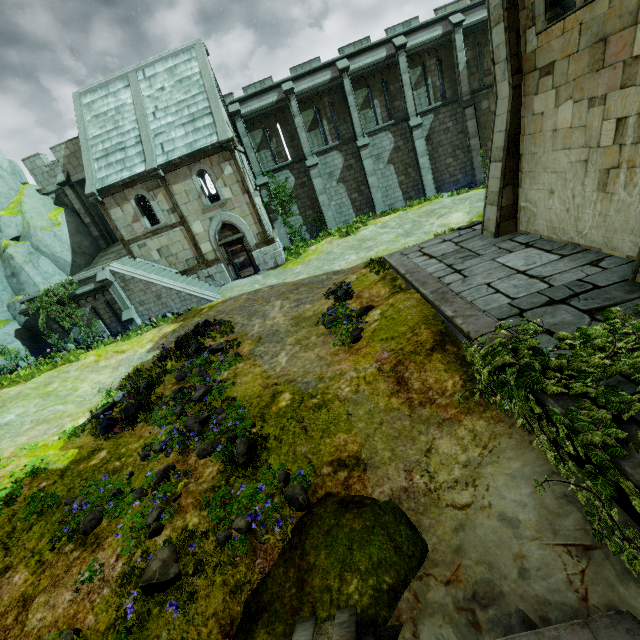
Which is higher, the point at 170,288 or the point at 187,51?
the point at 187,51

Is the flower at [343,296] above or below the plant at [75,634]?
above

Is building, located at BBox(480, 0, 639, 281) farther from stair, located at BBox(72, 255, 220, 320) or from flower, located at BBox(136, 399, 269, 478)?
stair, located at BBox(72, 255, 220, 320)

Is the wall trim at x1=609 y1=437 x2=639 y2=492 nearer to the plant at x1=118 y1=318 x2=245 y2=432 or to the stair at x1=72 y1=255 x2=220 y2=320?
the plant at x1=118 y1=318 x2=245 y2=432

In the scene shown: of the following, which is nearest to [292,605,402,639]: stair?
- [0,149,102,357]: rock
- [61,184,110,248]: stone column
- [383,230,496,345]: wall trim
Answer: [383,230,496,345]: wall trim

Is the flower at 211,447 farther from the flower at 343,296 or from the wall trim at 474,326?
the wall trim at 474,326

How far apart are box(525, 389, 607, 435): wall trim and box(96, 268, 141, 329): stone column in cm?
1916

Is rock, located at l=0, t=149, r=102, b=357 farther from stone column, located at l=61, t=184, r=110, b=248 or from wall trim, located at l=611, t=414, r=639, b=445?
wall trim, located at l=611, t=414, r=639, b=445
